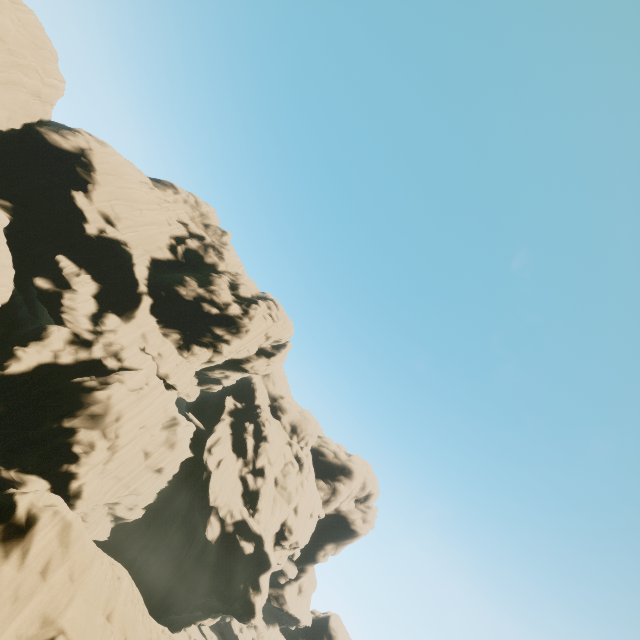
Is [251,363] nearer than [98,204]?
No
